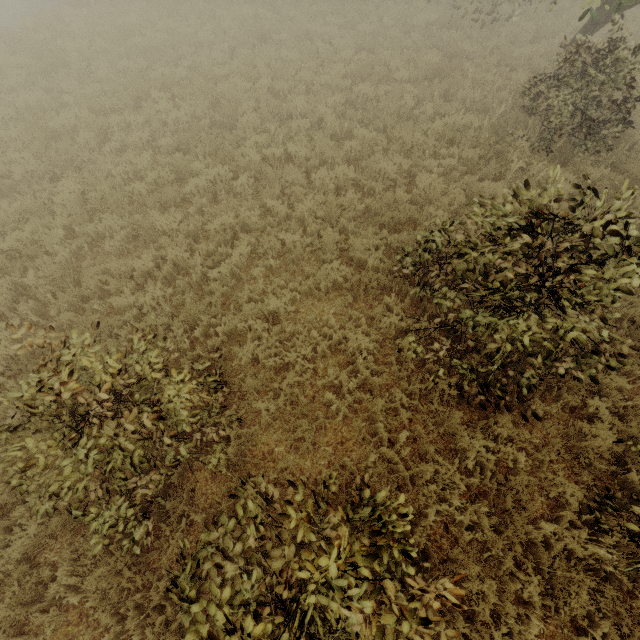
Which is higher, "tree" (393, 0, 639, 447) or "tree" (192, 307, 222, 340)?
"tree" (393, 0, 639, 447)

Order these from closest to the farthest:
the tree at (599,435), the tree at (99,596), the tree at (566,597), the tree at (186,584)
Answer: the tree at (186,584) < the tree at (99,596) < the tree at (566,597) < the tree at (599,435)

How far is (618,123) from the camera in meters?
7.9

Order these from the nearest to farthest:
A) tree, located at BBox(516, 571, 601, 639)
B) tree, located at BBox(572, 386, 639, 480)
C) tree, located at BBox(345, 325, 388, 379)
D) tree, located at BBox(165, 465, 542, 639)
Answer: tree, located at BBox(165, 465, 542, 639) → tree, located at BBox(516, 571, 601, 639) → tree, located at BBox(572, 386, 639, 480) → tree, located at BBox(345, 325, 388, 379)

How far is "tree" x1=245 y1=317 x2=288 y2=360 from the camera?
5.4m

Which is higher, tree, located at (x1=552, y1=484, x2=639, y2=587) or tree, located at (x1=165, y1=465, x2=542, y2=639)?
tree, located at (x1=165, y1=465, x2=542, y2=639)

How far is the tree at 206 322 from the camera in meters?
5.6
